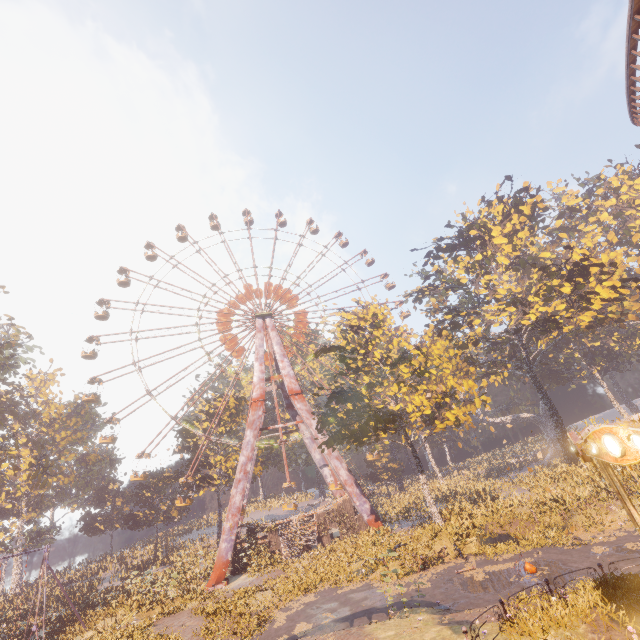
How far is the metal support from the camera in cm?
2880

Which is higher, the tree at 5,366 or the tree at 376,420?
the tree at 5,366

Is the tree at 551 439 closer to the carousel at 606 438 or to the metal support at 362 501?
the metal support at 362 501

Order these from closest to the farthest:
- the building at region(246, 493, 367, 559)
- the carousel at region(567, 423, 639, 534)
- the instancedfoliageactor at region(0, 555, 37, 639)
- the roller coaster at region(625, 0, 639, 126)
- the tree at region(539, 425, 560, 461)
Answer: the carousel at region(567, 423, 639, 534)
the roller coaster at region(625, 0, 639, 126)
the instancedfoliageactor at region(0, 555, 37, 639)
the building at region(246, 493, 367, 559)
the tree at region(539, 425, 560, 461)

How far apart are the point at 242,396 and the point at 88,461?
27.4 meters

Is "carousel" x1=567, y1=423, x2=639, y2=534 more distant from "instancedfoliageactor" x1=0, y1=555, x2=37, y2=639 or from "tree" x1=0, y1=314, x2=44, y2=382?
"instancedfoliageactor" x1=0, y1=555, x2=37, y2=639

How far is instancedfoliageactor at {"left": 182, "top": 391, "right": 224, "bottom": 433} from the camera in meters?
44.9 m
